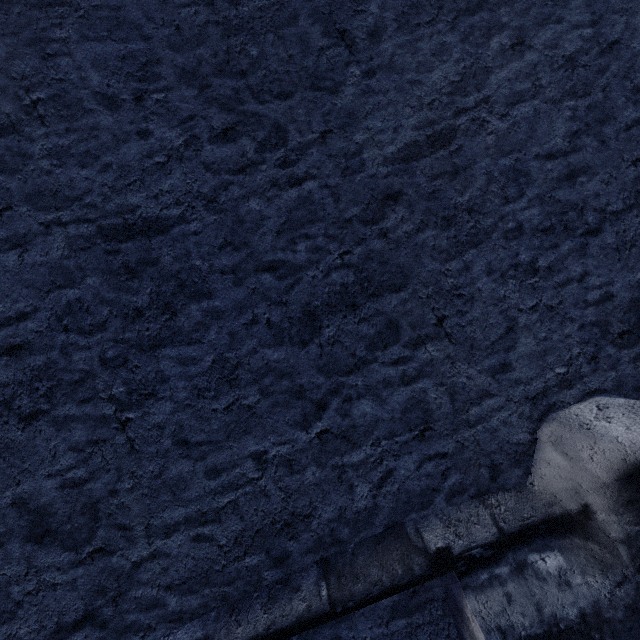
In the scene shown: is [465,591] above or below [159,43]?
below
